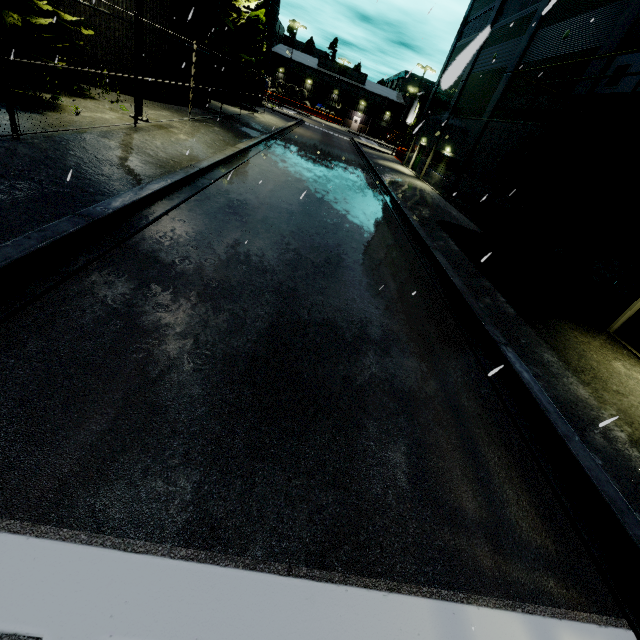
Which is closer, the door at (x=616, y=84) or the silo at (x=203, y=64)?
the door at (x=616, y=84)

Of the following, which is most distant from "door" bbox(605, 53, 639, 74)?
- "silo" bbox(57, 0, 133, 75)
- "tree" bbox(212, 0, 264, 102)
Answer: "tree" bbox(212, 0, 264, 102)

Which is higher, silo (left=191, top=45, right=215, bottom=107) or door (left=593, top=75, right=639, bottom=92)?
door (left=593, top=75, right=639, bottom=92)

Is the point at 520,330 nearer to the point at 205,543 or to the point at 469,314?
the point at 469,314

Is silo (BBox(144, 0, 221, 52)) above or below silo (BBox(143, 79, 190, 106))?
above

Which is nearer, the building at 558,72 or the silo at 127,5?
the silo at 127,5

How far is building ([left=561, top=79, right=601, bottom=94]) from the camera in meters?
12.6

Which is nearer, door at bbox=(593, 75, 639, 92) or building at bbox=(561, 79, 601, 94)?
door at bbox=(593, 75, 639, 92)
